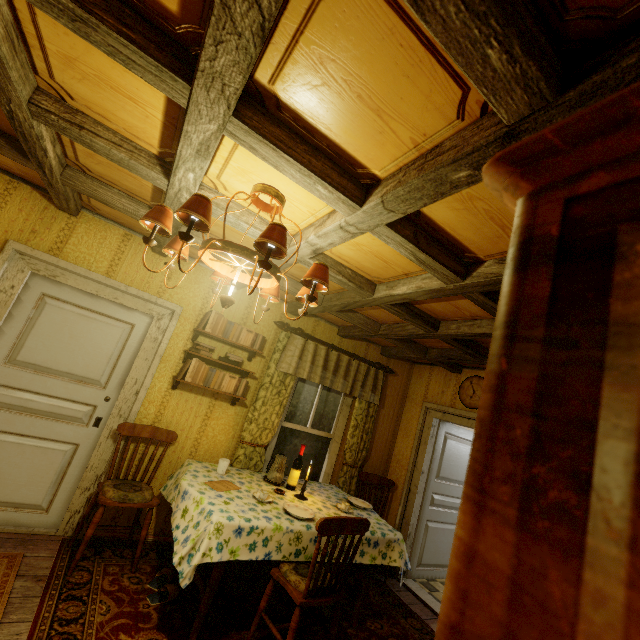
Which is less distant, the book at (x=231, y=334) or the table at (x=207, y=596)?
the table at (x=207, y=596)

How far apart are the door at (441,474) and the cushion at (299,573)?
2.3m

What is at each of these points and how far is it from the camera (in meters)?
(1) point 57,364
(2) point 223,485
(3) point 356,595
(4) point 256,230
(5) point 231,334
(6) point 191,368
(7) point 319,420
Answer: (1) door, 3.02
(2) paper, 2.94
(3) table, 3.02
(4) rafters, 2.20
(5) book, 3.56
(6) book, 3.35
(7) window, 4.43

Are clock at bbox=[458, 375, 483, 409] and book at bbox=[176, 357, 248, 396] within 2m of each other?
no

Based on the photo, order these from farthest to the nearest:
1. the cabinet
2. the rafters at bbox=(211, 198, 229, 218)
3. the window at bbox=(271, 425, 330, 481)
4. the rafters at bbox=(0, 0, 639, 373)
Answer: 1. the window at bbox=(271, 425, 330, 481)
2. the rafters at bbox=(211, 198, 229, 218)
3. the rafters at bbox=(0, 0, 639, 373)
4. the cabinet

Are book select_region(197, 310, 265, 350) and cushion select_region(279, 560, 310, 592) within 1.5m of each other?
no

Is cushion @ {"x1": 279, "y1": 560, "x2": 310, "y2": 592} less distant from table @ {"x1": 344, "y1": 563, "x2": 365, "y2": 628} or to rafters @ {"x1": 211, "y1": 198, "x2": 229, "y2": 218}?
table @ {"x1": 344, "y1": 563, "x2": 365, "y2": 628}

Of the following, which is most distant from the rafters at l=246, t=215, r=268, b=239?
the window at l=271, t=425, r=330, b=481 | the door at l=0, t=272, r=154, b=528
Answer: the window at l=271, t=425, r=330, b=481
